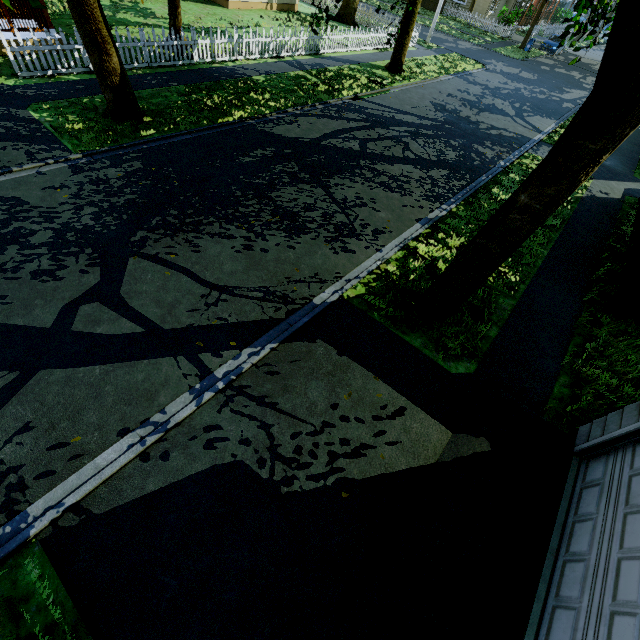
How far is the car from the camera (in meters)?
32.28

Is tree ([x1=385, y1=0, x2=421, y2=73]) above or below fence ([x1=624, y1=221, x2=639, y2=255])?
above

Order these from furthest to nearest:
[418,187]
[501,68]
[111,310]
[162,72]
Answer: [501,68], [162,72], [418,187], [111,310]

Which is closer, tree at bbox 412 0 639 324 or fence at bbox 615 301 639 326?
tree at bbox 412 0 639 324

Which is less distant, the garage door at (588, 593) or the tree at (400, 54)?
the garage door at (588, 593)

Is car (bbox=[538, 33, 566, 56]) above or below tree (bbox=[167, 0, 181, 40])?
below

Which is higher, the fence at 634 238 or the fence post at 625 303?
the fence post at 625 303

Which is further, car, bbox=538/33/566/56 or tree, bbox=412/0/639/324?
car, bbox=538/33/566/56
